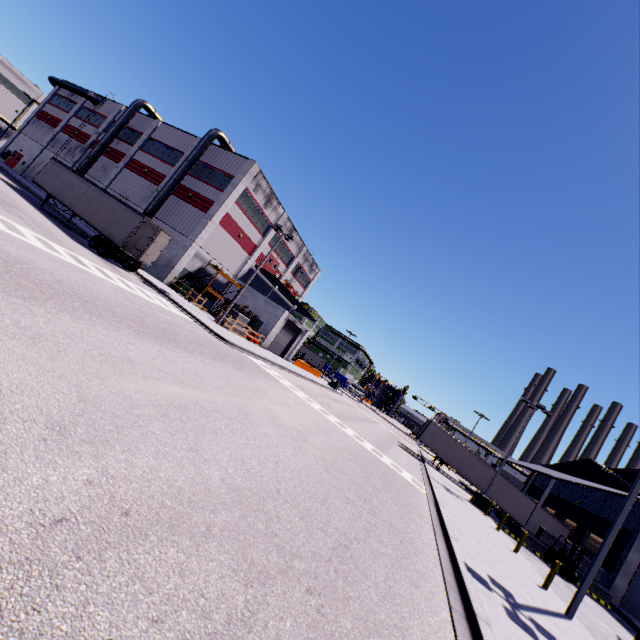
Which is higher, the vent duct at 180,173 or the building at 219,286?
the vent duct at 180,173

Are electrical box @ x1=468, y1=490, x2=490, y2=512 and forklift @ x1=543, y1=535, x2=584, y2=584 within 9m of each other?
yes

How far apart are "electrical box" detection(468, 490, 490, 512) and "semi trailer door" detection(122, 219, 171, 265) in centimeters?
3072cm

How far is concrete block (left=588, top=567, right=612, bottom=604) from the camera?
Answer: 21.9 meters

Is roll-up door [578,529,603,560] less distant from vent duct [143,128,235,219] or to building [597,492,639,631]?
building [597,492,639,631]

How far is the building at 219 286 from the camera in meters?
35.7 m

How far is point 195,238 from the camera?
30.6m

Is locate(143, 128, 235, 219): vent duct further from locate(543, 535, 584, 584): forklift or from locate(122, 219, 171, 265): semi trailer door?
locate(543, 535, 584, 584): forklift
